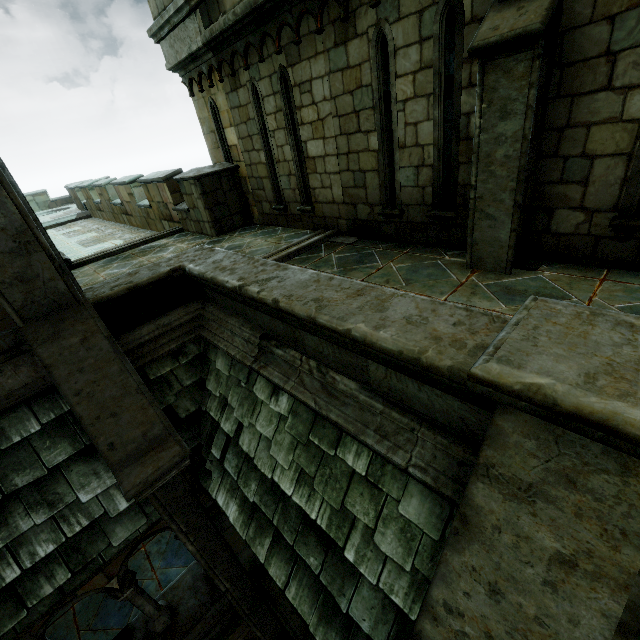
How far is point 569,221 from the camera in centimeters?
392cm

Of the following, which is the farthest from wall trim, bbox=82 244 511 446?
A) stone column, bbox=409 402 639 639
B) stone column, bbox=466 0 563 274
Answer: stone column, bbox=466 0 563 274

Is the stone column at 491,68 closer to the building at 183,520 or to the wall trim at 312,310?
the wall trim at 312,310

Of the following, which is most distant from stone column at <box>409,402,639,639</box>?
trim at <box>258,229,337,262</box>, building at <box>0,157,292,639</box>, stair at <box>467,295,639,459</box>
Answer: trim at <box>258,229,337,262</box>

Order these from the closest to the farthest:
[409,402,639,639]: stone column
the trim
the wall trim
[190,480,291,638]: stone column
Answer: [409,402,639,639]: stone column
the wall trim
[190,480,291,638]: stone column
the trim

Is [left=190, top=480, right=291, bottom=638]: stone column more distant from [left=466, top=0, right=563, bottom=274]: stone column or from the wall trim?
[left=466, top=0, right=563, bottom=274]: stone column

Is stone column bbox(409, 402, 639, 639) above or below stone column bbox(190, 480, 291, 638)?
above

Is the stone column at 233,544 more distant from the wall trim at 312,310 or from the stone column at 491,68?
the stone column at 491,68
